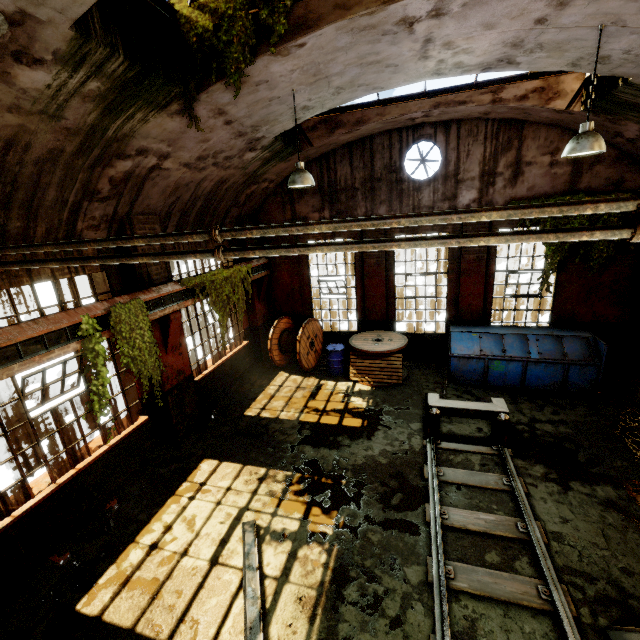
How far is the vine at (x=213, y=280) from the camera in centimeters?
837cm

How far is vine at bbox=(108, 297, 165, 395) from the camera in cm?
606

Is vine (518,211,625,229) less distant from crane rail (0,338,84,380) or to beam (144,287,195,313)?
beam (144,287,195,313)

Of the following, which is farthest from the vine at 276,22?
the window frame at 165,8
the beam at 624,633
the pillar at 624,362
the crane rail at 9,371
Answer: the pillar at 624,362

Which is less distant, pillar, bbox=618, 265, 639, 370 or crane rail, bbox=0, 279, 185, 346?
crane rail, bbox=0, 279, 185, 346

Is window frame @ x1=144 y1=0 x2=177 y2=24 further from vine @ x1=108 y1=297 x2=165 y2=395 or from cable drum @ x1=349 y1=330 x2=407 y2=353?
cable drum @ x1=349 y1=330 x2=407 y2=353

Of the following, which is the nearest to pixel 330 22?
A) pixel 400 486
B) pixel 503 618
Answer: pixel 400 486

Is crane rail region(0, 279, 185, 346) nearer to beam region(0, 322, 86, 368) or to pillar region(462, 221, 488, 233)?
beam region(0, 322, 86, 368)
